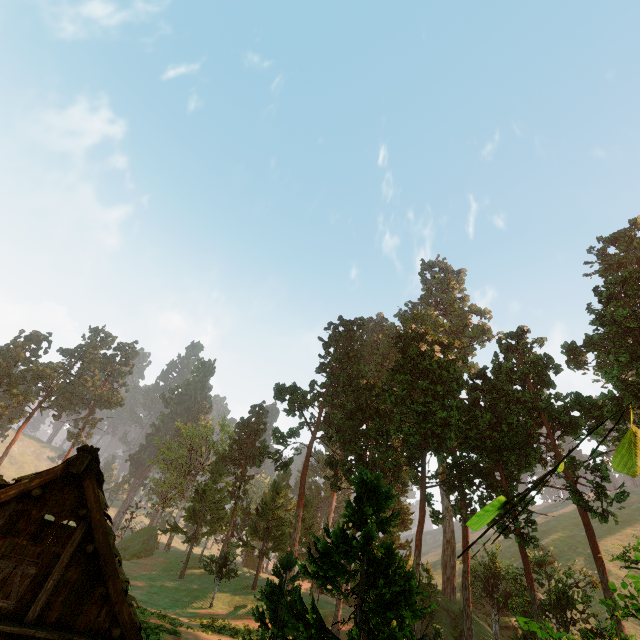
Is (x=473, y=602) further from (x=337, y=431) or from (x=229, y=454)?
(x=229, y=454)

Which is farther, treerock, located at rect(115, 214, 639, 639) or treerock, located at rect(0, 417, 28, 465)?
treerock, located at rect(0, 417, 28, 465)

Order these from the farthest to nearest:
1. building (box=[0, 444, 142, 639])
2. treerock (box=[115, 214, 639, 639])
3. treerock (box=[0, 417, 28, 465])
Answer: treerock (box=[0, 417, 28, 465])
treerock (box=[115, 214, 639, 639])
building (box=[0, 444, 142, 639])

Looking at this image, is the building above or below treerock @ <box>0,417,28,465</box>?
below

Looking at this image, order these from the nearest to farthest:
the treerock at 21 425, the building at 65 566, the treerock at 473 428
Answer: the building at 65 566
the treerock at 473 428
the treerock at 21 425

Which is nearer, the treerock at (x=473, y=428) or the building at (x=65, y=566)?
the building at (x=65, y=566)

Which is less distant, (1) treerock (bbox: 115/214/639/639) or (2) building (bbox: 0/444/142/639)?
(2) building (bbox: 0/444/142/639)
